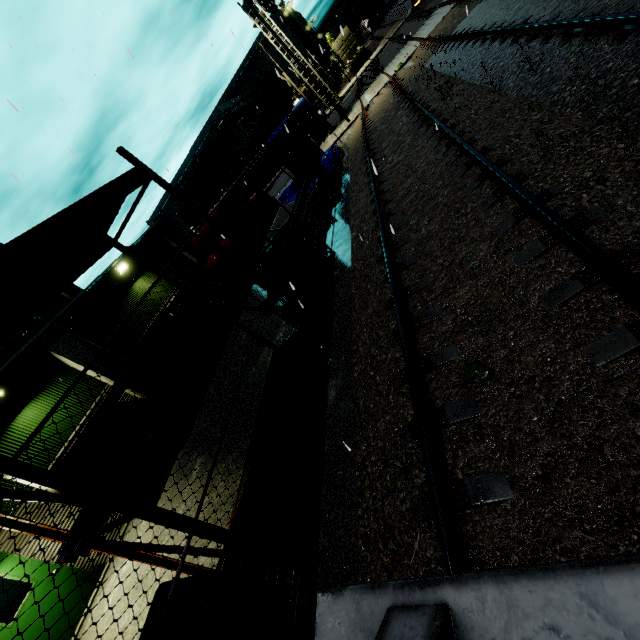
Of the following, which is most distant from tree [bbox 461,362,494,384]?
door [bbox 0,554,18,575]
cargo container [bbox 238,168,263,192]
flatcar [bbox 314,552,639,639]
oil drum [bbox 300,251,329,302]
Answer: cargo container [bbox 238,168,263,192]

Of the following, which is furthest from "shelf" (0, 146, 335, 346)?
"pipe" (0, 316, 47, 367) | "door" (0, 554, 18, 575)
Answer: "door" (0, 554, 18, 575)

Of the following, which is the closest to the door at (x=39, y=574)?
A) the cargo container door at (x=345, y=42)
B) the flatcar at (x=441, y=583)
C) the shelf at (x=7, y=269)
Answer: the shelf at (x=7, y=269)

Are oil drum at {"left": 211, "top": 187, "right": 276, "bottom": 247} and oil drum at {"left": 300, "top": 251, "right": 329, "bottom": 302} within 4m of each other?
yes

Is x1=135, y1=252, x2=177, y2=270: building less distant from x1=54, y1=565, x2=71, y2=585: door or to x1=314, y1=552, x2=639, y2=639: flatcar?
x1=54, y1=565, x2=71, y2=585: door

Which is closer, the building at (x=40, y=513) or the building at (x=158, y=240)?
the building at (x=40, y=513)

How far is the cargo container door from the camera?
37.7 meters

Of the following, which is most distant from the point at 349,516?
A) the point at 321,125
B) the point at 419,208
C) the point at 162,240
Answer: the point at 321,125
